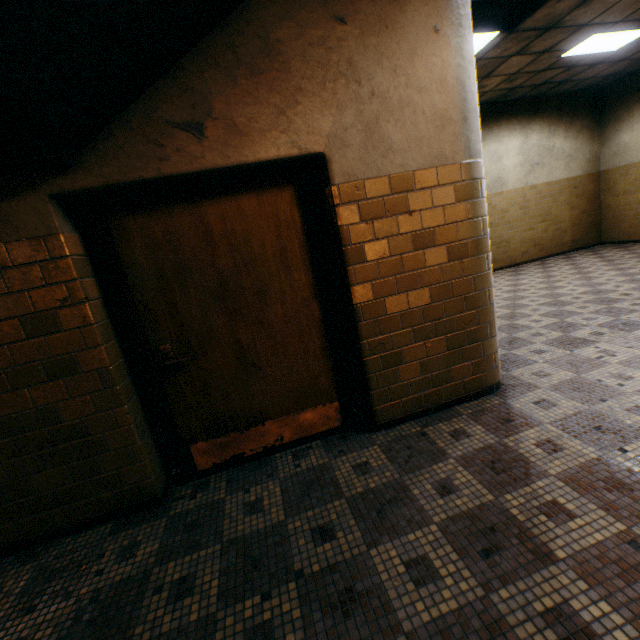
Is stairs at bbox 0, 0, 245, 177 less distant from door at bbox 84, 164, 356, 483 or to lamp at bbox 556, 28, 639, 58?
door at bbox 84, 164, 356, 483

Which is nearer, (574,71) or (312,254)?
(312,254)

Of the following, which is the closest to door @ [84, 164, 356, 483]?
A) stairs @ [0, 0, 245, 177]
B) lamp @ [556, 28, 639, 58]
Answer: stairs @ [0, 0, 245, 177]

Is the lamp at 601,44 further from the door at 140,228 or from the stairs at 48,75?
the door at 140,228

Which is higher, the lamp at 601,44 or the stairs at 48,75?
the lamp at 601,44
